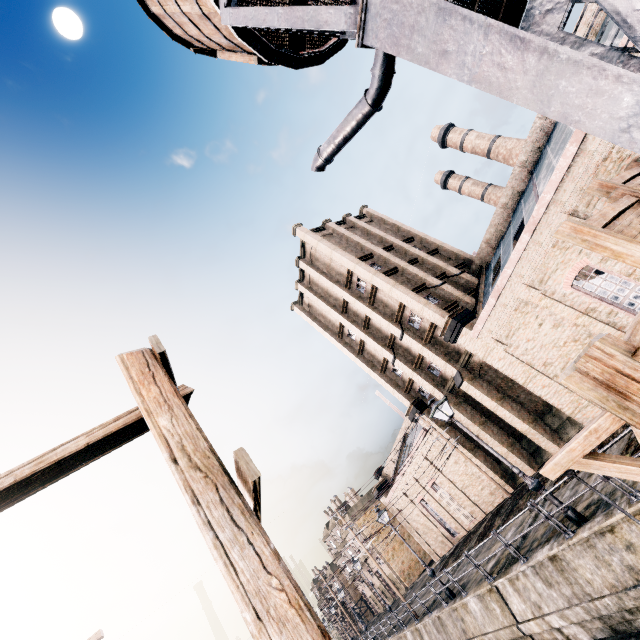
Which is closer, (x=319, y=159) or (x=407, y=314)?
(x=319, y=159)

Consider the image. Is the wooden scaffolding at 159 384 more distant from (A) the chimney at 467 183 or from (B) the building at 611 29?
(A) the chimney at 467 183

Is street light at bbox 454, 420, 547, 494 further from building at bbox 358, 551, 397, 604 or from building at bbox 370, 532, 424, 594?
building at bbox 358, 551, 397, 604

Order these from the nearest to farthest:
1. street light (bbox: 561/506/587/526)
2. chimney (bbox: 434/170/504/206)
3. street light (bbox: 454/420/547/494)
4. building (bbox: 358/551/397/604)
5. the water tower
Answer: the water tower → street light (bbox: 561/506/587/526) → street light (bbox: 454/420/547/494) → chimney (bbox: 434/170/504/206) → building (bbox: 358/551/397/604)

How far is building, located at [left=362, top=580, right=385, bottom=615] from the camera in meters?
55.5 m

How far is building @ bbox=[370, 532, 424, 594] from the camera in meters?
46.2

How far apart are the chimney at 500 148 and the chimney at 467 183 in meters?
2.6

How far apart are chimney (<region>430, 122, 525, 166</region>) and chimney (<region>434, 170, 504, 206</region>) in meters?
2.6 m
